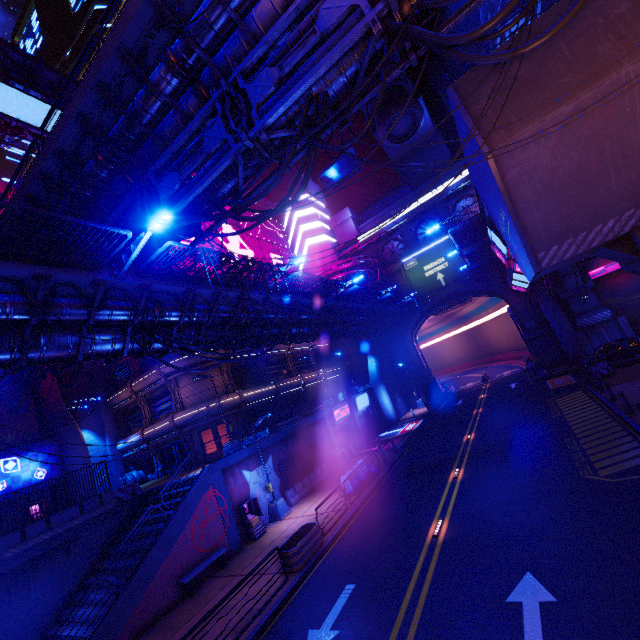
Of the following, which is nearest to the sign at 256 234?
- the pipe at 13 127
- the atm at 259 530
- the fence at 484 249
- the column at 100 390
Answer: the column at 100 390

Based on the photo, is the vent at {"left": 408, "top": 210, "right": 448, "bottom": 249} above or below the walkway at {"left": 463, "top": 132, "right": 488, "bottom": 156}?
above

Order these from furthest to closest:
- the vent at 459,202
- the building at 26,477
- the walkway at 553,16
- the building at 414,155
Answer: the building at 414,155
the vent at 459,202
the building at 26,477
the walkway at 553,16

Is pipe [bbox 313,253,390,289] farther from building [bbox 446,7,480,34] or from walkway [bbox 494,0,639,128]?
walkway [bbox 494,0,639,128]

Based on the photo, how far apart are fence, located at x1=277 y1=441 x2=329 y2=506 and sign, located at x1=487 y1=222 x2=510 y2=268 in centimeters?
1899cm

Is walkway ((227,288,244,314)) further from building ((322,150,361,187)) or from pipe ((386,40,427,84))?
building ((322,150,361,187))

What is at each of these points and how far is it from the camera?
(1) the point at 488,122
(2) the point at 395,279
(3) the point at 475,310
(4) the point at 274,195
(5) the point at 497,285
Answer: (1) walkway, 9.56m
(2) wall arch, 43.72m
(3) tunnel, 58.06m
(4) building, 52.25m
(5) wall arch, 37.56m

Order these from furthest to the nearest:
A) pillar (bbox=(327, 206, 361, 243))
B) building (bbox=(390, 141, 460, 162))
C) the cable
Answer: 1. building (bbox=(390, 141, 460, 162))
2. pillar (bbox=(327, 206, 361, 243))
3. the cable
